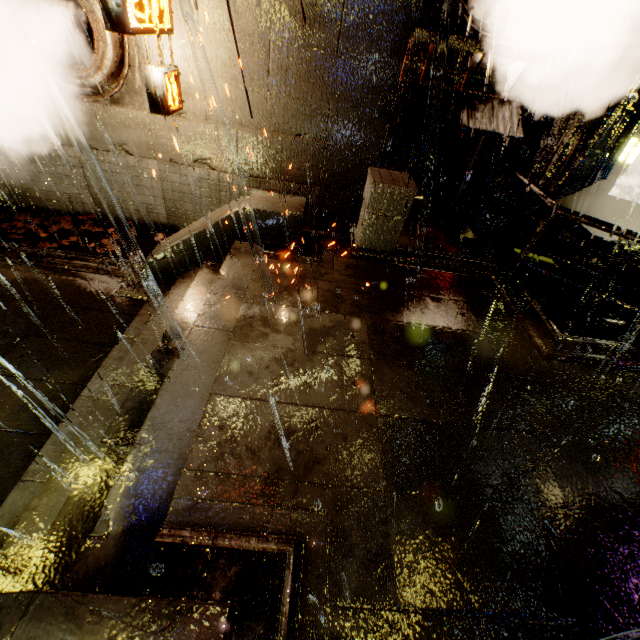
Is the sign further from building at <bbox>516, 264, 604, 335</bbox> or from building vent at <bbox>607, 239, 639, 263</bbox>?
building vent at <bbox>607, 239, 639, 263</bbox>

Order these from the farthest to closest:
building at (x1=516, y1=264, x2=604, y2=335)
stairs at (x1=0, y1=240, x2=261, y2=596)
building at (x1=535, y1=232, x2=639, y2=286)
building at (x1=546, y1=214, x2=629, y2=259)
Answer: building at (x1=546, y1=214, x2=629, y2=259)
building at (x1=535, y1=232, x2=639, y2=286)
building at (x1=516, y1=264, x2=604, y2=335)
stairs at (x1=0, y1=240, x2=261, y2=596)

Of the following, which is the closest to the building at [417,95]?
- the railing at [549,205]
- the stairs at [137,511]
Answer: the railing at [549,205]

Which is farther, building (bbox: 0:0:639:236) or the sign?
building (bbox: 0:0:639:236)

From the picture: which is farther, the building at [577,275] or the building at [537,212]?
the building at [537,212]

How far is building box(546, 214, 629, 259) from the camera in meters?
9.6 m

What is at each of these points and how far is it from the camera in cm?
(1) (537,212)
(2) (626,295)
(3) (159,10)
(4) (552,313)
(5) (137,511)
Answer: (1) building, 1853
(2) building vent, 1114
(3) sign, 608
(4) building, 643
(5) stairs, 283
